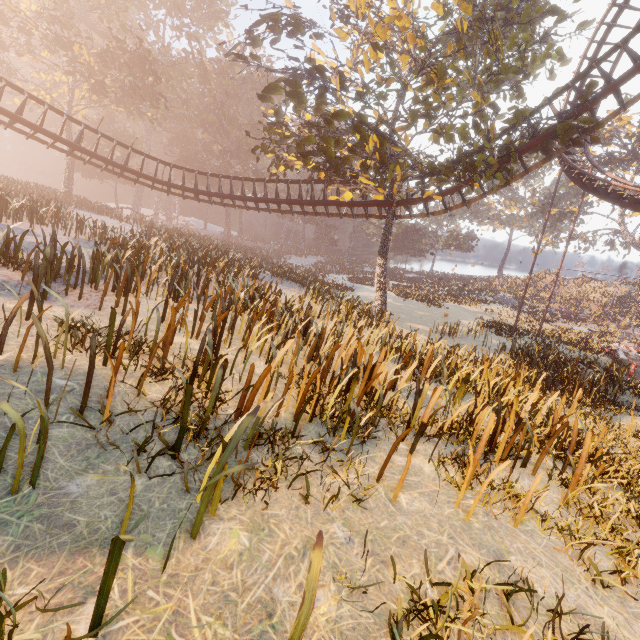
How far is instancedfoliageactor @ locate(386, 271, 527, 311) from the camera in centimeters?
3384cm

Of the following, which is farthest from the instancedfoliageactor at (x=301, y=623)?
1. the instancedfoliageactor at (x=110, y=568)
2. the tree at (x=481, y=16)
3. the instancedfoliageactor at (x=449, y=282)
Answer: the instancedfoliageactor at (x=449, y=282)

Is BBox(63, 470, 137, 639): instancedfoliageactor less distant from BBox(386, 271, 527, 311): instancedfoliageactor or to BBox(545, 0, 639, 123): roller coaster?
BBox(545, 0, 639, 123): roller coaster

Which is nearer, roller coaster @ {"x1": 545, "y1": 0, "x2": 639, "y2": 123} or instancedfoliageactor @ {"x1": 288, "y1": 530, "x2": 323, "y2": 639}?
instancedfoliageactor @ {"x1": 288, "y1": 530, "x2": 323, "y2": 639}

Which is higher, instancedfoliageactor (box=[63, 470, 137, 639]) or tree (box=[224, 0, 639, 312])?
tree (box=[224, 0, 639, 312])

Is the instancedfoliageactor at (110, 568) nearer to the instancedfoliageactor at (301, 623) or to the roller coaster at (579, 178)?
the instancedfoliageactor at (301, 623)

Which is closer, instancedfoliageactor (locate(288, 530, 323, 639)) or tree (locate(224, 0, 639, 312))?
instancedfoliageactor (locate(288, 530, 323, 639))

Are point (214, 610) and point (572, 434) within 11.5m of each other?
yes
